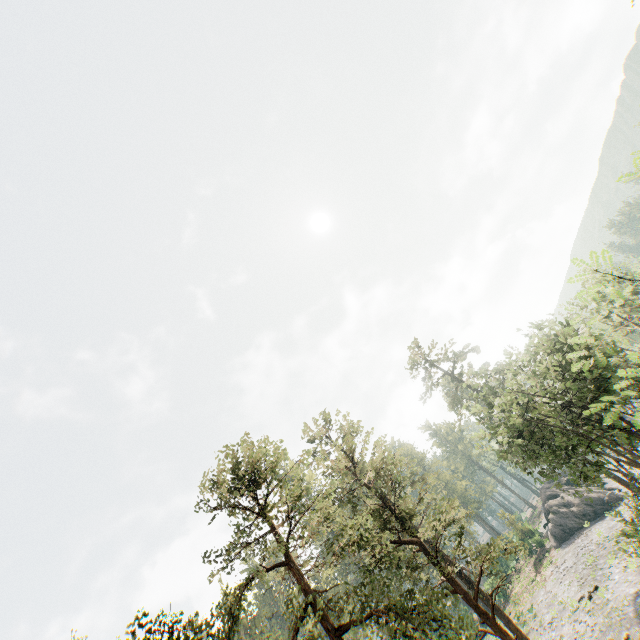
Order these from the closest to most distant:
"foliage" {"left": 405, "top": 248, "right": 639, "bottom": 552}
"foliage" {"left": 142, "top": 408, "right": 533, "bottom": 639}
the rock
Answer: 1. "foliage" {"left": 405, "top": 248, "right": 639, "bottom": 552}
2. "foliage" {"left": 142, "top": 408, "right": 533, "bottom": 639}
3. the rock

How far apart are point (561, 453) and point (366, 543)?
13.4m

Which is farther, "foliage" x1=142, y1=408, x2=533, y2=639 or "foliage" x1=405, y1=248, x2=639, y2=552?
"foliage" x1=142, y1=408, x2=533, y2=639

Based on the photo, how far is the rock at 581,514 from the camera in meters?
41.7 m

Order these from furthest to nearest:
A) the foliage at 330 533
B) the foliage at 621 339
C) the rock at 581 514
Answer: the rock at 581 514 → the foliage at 330 533 → the foliage at 621 339

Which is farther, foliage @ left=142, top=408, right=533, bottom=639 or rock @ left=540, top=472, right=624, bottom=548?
rock @ left=540, top=472, right=624, bottom=548

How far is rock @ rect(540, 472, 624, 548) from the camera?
41.66m
